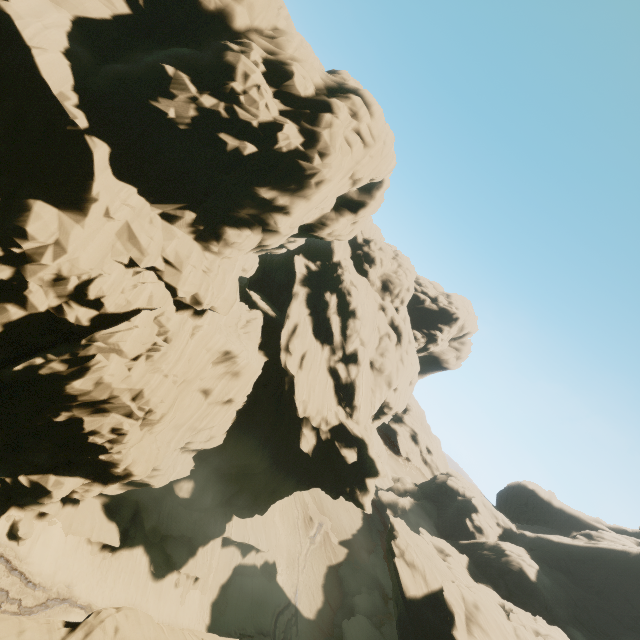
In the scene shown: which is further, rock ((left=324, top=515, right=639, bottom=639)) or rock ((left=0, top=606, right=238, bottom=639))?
rock ((left=324, top=515, right=639, bottom=639))

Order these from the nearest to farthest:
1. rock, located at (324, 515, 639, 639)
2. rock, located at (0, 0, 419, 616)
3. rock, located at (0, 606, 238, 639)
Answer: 1. rock, located at (0, 606, 238, 639)
2. rock, located at (0, 0, 419, 616)
3. rock, located at (324, 515, 639, 639)

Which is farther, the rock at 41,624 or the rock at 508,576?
the rock at 508,576

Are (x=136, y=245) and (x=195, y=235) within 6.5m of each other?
yes

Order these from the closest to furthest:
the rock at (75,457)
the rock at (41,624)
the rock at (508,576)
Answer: the rock at (41,624)
the rock at (75,457)
the rock at (508,576)
